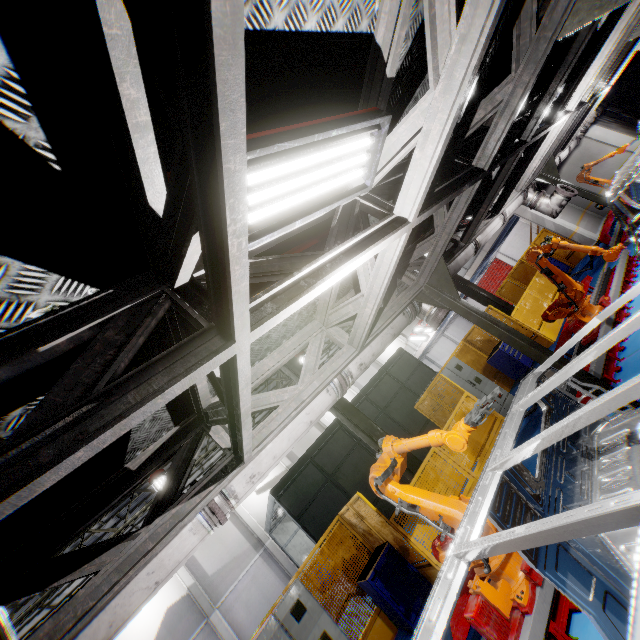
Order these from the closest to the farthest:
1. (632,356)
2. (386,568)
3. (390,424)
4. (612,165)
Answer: (632,356)
(386,568)
(390,424)
(612,165)

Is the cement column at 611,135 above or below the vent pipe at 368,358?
below

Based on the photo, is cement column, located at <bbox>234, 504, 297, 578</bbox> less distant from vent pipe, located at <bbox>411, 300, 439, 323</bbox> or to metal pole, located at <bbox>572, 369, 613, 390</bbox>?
vent pipe, located at <bbox>411, 300, 439, 323</bbox>

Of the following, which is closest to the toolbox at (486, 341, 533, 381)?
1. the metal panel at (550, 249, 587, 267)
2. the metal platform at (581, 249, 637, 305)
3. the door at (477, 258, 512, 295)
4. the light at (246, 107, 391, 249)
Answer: the metal panel at (550, 249, 587, 267)

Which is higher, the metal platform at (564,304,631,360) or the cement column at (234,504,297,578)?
the cement column at (234,504,297,578)

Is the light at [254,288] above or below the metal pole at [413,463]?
above

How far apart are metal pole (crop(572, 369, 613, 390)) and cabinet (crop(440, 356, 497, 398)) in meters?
5.0

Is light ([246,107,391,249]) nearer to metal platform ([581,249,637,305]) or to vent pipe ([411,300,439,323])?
vent pipe ([411,300,439,323])
